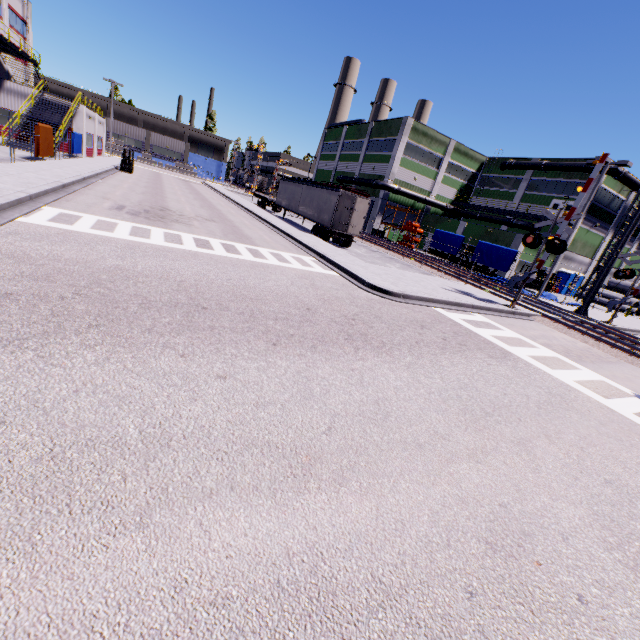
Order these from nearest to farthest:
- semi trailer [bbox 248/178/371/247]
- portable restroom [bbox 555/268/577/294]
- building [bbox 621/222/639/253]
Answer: semi trailer [bbox 248/178/371/247] → portable restroom [bbox 555/268/577/294] → building [bbox 621/222/639/253]

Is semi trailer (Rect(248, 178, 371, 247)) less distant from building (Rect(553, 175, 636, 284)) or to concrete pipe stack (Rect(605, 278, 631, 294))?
building (Rect(553, 175, 636, 284))

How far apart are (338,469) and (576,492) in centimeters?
345cm

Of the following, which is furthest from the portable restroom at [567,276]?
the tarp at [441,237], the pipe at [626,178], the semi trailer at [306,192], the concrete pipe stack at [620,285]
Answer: the semi trailer at [306,192]

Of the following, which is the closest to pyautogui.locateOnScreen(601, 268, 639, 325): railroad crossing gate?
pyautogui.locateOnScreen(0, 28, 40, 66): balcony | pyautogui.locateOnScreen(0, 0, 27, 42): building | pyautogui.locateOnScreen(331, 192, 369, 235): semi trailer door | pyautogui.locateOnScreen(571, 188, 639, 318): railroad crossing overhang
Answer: pyautogui.locateOnScreen(571, 188, 639, 318): railroad crossing overhang

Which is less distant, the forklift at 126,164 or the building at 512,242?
the forklift at 126,164

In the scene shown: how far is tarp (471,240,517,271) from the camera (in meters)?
27.28

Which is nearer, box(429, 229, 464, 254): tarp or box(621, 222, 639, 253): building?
Result: box(429, 229, 464, 254): tarp
